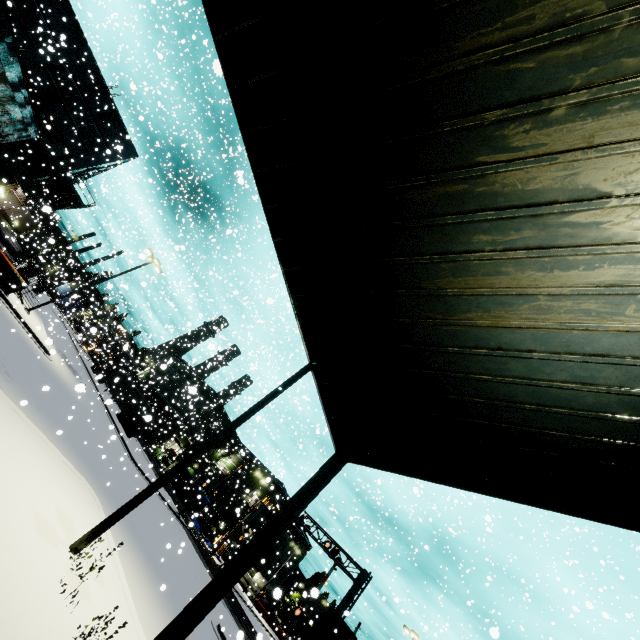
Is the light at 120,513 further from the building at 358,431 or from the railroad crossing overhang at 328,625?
the railroad crossing overhang at 328,625

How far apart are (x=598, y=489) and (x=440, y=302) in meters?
4.0

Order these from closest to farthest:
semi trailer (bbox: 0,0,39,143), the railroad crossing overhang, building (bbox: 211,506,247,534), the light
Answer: semi trailer (bbox: 0,0,39,143) → the light → the railroad crossing overhang → building (bbox: 211,506,247,534)

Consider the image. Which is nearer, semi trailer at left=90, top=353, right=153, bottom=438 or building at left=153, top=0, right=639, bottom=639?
building at left=153, top=0, right=639, bottom=639

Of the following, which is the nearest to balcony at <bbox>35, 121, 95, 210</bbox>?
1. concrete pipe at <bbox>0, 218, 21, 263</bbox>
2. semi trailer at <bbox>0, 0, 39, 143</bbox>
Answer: semi trailer at <bbox>0, 0, 39, 143</bbox>

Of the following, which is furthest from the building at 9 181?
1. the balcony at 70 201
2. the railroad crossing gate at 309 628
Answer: the railroad crossing gate at 309 628

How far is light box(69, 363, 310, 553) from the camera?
7.2m

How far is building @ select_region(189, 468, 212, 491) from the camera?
56.1 meters
